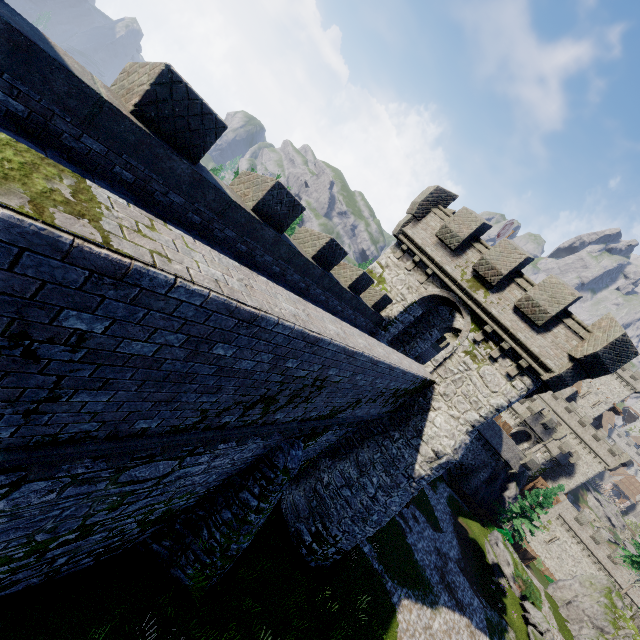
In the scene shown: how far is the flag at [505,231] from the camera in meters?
22.0

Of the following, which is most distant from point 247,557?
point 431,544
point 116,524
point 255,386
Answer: point 431,544

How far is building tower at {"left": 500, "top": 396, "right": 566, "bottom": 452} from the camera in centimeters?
4788cm

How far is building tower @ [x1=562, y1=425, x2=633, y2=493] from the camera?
57.1 meters

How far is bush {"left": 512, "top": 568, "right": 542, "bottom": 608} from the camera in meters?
30.2

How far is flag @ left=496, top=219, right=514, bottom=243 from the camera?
21.96m

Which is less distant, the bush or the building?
the building

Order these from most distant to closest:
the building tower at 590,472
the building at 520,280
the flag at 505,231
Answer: the building tower at 590,472, the flag at 505,231, the building at 520,280
